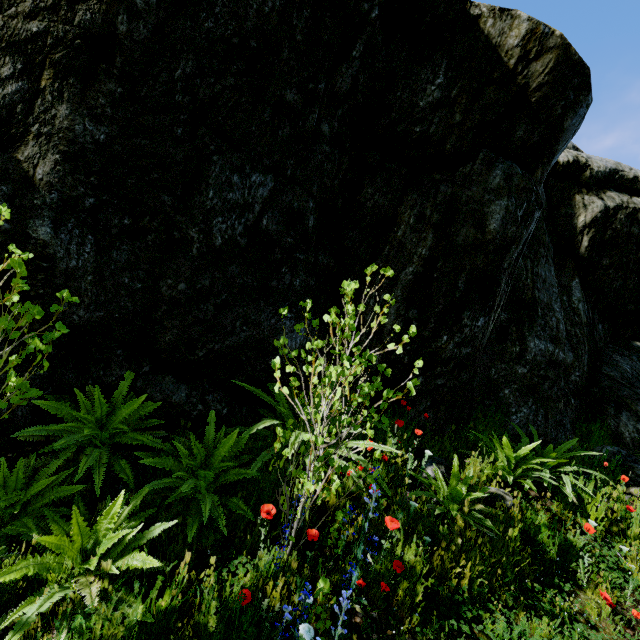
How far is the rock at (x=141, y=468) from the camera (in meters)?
2.94

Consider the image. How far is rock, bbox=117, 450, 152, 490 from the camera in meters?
2.9

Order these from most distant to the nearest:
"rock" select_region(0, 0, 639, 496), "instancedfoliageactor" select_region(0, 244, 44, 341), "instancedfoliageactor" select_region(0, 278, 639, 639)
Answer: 1. "rock" select_region(0, 0, 639, 496)
2. "instancedfoliageactor" select_region(0, 278, 639, 639)
3. "instancedfoliageactor" select_region(0, 244, 44, 341)

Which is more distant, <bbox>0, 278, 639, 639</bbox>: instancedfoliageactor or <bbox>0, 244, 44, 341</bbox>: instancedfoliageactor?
<bbox>0, 278, 639, 639</bbox>: instancedfoliageactor

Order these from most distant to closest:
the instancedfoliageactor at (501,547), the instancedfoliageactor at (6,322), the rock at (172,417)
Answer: the rock at (172,417), the instancedfoliageactor at (501,547), the instancedfoliageactor at (6,322)

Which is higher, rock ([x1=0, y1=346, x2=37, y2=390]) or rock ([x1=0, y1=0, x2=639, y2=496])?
rock ([x1=0, y1=0, x2=639, y2=496])

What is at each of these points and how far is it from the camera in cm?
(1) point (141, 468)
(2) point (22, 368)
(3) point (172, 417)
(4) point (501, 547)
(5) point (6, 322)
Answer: (1) rock, 300
(2) rock, 281
(3) rock, 335
(4) instancedfoliageactor, 332
(5) instancedfoliageactor, 152
